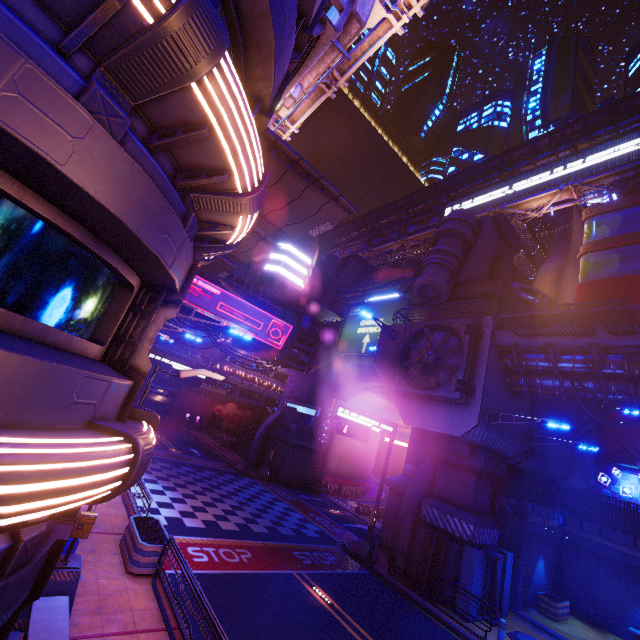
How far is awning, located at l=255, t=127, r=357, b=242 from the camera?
9.4m

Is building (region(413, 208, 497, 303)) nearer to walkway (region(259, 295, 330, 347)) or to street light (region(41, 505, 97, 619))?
walkway (region(259, 295, 330, 347))

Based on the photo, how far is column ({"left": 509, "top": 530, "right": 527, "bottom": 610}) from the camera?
16.61m

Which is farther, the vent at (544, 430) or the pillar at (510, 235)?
the pillar at (510, 235)

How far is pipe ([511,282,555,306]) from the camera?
26.2m

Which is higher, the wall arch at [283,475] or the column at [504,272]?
the column at [504,272]

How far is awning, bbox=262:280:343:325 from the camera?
27.96m

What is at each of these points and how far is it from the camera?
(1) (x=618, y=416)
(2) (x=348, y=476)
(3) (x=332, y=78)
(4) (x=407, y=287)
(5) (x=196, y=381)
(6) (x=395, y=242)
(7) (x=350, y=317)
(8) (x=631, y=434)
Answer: (1) building, 26.62m
(2) tunnel, 37.81m
(3) pipe, 18.22m
(4) pipe, 29.00m
(5) sign, 26.16m
(6) pipe, 56.38m
(7) sign, 32.34m
(8) building, 25.61m
